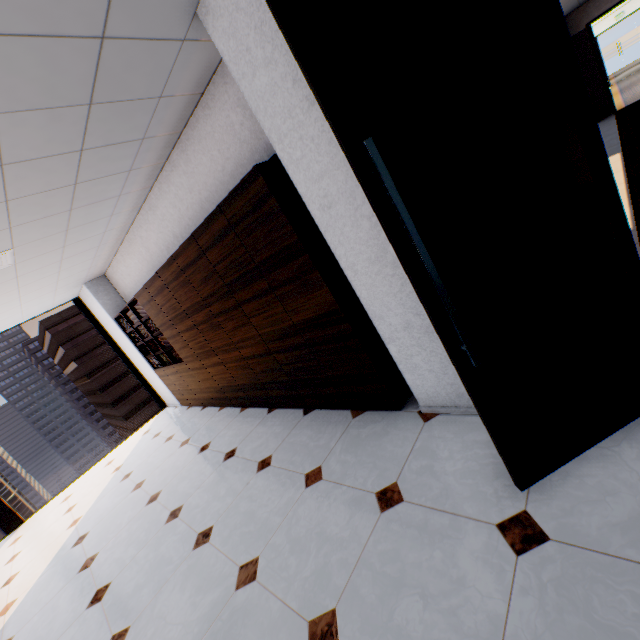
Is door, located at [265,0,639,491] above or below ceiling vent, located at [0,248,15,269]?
below

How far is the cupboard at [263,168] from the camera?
2.4 meters

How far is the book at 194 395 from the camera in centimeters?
529cm

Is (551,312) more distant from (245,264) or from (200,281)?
(200,281)

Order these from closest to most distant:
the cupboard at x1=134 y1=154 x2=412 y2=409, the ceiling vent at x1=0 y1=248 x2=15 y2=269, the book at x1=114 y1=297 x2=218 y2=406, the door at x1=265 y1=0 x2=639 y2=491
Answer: the door at x1=265 y1=0 x2=639 y2=491 → the cupboard at x1=134 y1=154 x2=412 y2=409 → the ceiling vent at x1=0 y1=248 x2=15 y2=269 → the book at x1=114 y1=297 x2=218 y2=406

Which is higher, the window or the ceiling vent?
the ceiling vent

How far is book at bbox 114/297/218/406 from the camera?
5.29m

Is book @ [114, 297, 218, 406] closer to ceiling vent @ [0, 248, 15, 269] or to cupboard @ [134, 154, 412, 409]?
cupboard @ [134, 154, 412, 409]
